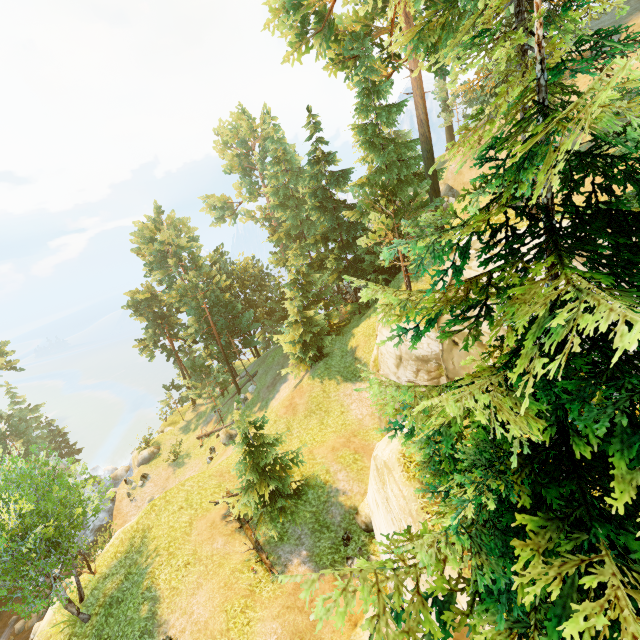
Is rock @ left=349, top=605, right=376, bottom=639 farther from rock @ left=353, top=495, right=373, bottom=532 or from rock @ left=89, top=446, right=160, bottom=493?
rock @ left=89, top=446, right=160, bottom=493

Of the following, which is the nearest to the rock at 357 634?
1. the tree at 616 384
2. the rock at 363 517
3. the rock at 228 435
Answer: the rock at 363 517

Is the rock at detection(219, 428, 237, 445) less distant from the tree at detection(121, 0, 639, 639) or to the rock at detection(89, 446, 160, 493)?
the tree at detection(121, 0, 639, 639)

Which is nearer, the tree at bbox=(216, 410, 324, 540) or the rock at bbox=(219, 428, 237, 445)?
the tree at bbox=(216, 410, 324, 540)

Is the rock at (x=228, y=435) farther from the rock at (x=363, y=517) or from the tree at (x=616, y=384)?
the rock at (x=363, y=517)

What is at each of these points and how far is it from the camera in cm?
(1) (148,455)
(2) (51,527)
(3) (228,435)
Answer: (1) rock, 3400
(2) tree, 1316
(3) rock, 2877

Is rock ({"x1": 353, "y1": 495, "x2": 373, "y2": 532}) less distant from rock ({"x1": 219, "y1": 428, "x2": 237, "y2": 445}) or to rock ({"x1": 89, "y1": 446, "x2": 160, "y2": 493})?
rock ({"x1": 219, "y1": 428, "x2": 237, "y2": 445})

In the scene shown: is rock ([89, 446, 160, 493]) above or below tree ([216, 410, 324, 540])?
below
